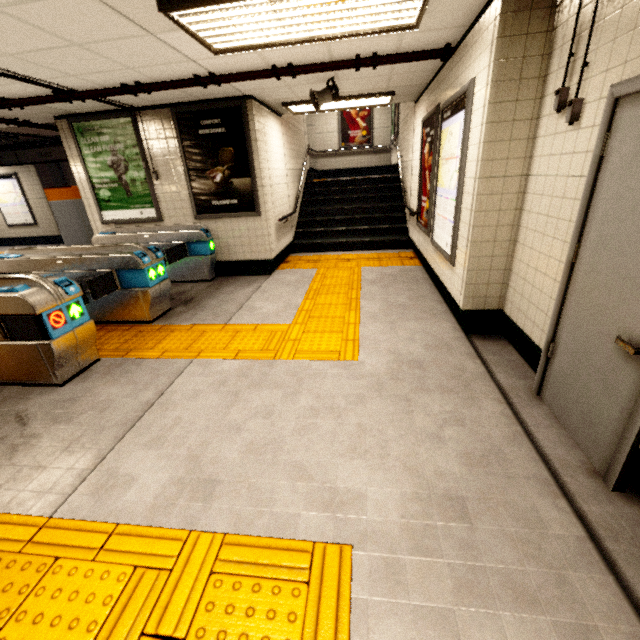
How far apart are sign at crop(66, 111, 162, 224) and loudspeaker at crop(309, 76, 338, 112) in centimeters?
307cm

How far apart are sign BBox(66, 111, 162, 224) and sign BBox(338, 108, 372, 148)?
8.7m

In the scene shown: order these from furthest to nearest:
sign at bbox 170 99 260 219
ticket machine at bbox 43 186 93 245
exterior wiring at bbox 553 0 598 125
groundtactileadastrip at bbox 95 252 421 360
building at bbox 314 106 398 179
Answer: building at bbox 314 106 398 179 → ticket machine at bbox 43 186 93 245 → sign at bbox 170 99 260 219 → groundtactileadastrip at bbox 95 252 421 360 → exterior wiring at bbox 553 0 598 125

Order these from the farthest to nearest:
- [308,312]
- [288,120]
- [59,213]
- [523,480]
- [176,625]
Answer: [288,120] → [59,213] → [308,312] → [523,480] → [176,625]

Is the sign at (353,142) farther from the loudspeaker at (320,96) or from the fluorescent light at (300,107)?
the loudspeaker at (320,96)

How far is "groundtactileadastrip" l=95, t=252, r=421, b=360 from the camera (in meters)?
3.58

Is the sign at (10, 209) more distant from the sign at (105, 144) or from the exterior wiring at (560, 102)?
the exterior wiring at (560, 102)

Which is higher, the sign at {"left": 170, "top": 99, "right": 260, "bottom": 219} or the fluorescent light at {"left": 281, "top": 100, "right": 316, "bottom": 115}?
the fluorescent light at {"left": 281, "top": 100, "right": 316, "bottom": 115}
